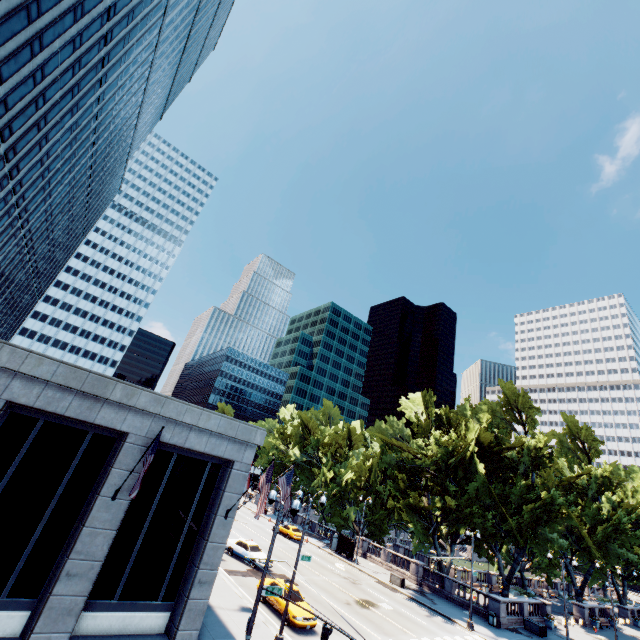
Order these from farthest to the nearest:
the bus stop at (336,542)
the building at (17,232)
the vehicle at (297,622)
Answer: the bus stop at (336,542) < the vehicle at (297,622) < the building at (17,232)

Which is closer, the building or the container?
the building

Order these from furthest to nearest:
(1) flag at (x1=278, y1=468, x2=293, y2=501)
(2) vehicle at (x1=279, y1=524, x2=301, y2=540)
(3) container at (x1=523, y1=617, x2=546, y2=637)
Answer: (2) vehicle at (x1=279, y1=524, x2=301, y2=540) → (3) container at (x1=523, y1=617, x2=546, y2=637) → (1) flag at (x1=278, y1=468, x2=293, y2=501)

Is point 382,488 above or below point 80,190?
below

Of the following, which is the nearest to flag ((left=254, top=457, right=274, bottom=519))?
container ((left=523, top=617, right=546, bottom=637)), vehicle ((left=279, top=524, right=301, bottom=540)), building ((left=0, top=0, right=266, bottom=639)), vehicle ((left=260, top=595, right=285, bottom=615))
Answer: building ((left=0, top=0, right=266, bottom=639))

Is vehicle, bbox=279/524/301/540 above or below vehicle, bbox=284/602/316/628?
above

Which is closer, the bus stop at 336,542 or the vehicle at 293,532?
the bus stop at 336,542

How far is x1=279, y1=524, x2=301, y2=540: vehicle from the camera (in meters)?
43.06
